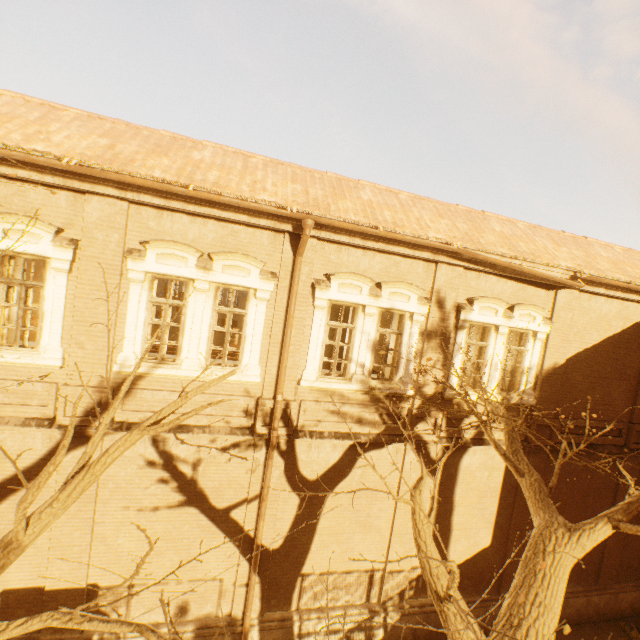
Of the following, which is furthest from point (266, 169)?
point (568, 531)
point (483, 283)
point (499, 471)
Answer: point (499, 471)

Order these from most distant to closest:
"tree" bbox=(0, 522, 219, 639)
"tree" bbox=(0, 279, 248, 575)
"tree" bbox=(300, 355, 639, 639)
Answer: "tree" bbox=(300, 355, 639, 639), "tree" bbox=(0, 279, 248, 575), "tree" bbox=(0, 522, 219, 639)

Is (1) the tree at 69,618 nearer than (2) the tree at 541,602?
Yes

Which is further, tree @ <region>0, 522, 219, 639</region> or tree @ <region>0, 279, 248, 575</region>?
tree @ <region>0, 279, 248, 575</region>

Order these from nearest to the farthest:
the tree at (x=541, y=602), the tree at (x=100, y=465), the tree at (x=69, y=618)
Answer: the tree at (x=69, y=618), the tree at (x=100, y=465), the tree at (x=541, y=602)
